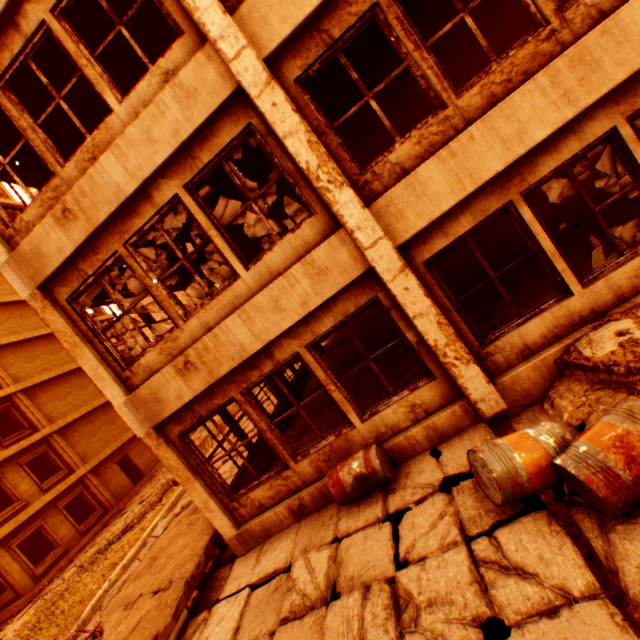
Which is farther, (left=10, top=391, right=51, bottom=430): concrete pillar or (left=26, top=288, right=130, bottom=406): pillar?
(left=10, top=391, right=51, bottom=430): concrete pillar

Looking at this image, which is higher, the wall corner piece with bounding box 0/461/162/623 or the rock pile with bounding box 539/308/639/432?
the rock pile with bounding box 539/308/639/432

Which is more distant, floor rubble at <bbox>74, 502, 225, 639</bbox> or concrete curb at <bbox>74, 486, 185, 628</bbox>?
concrete curb at <bbox>74, 486, 185, 628</bbox>

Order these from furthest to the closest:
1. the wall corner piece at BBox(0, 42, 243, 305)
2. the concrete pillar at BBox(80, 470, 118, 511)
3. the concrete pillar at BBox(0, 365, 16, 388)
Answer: the concrete pillar at BBox(80, 470, 118, 511) < the concrete pillar at BBox(0, 365, 16, 388) < the wall corner piece at BBox(0, 42, 243, 305)

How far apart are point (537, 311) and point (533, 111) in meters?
2.5 m

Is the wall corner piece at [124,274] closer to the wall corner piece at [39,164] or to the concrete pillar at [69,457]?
the wall corner piece at [39,164]

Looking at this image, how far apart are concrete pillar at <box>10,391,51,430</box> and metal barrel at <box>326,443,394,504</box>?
21.6m

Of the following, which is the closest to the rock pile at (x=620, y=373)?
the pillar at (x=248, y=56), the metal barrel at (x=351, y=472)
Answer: the pillar at (x=248, y=56)
